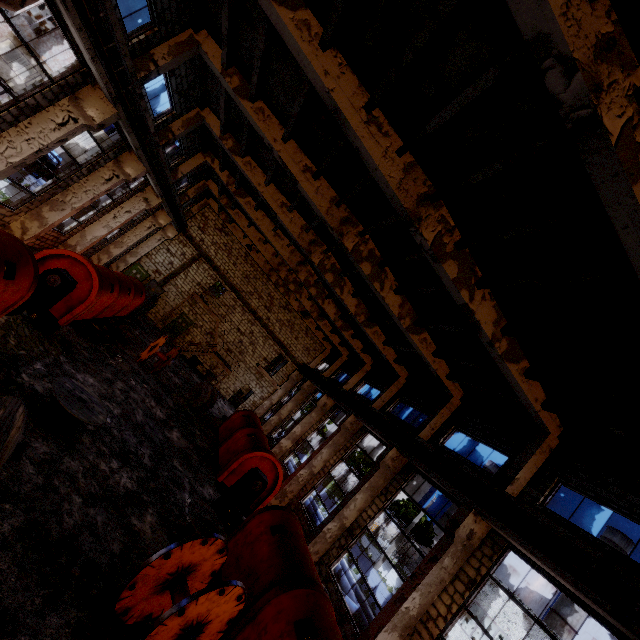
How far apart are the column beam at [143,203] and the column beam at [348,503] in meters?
18.1 m

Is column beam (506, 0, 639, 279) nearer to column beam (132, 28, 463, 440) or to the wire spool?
column beam (132, 28, 463, 440)

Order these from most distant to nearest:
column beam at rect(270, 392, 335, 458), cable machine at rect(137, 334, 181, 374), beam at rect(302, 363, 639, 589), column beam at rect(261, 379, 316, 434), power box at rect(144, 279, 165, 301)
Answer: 1. power box at rect(144, 279, 165, 301)
2. column beam at rect(261, 379, 316, 434)
3. column beam at rect(270, 392, 335, 458)
4. cable machine at rect(137, 334, 181, 374)
5. beam at rect(302, 363, 639, 589)

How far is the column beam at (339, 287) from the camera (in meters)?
15.05

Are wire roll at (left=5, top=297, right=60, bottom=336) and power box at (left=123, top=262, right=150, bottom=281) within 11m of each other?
no

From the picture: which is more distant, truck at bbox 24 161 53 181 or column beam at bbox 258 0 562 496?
truck at bbox 24 161 53 181

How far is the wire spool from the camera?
8.3m

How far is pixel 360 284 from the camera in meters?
16.9 m
